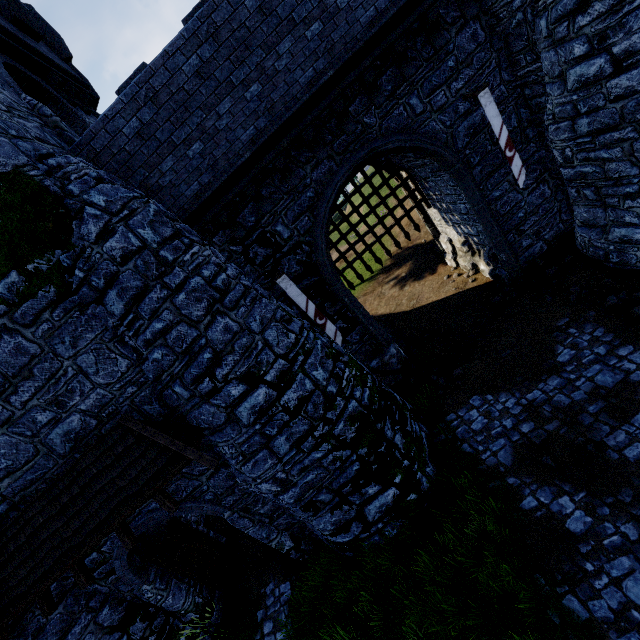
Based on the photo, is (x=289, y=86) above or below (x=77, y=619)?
above

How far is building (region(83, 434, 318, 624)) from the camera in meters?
7.5

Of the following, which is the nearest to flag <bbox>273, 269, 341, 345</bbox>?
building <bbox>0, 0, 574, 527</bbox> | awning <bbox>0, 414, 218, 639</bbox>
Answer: building <bbox>0, 0, 574, 527</bbox>

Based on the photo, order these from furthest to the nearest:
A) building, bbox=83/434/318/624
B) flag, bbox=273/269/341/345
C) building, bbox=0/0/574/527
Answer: flag, bbox=273/269/341/345 → building, bbox=83/434/318/624 → building, bbox=0/0/574/527

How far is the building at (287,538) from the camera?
7.5 meters

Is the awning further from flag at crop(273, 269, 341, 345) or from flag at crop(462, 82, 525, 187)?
flag at crop(462, 82, 525, 187)

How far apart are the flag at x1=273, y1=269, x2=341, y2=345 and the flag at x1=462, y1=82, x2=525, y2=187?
6.5 meters

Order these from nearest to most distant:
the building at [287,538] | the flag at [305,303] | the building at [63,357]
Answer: the building at [63,357]
the building at [287,538]
the flag at [305,303]
